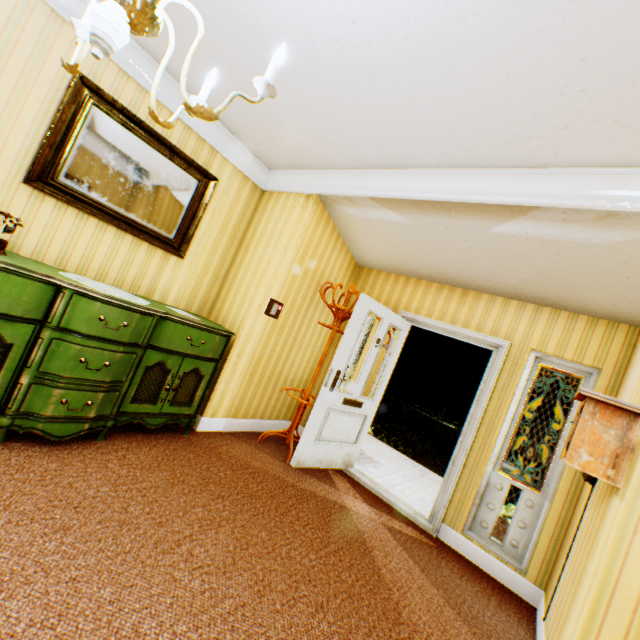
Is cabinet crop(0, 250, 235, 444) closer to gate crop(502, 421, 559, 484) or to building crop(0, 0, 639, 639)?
building crop(0, 0, 639, 639)

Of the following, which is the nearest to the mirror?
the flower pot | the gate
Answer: the flower pot

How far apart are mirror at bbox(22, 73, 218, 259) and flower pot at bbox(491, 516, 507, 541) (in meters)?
4.65

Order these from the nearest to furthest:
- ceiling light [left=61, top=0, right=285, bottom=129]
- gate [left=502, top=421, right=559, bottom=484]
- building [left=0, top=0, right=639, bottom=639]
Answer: ceiling light [left=61, top=0, right=285, bottom=129], building [left=0, top=0, right=639, bottom=639], gate [left=502, top=421, right=559, bottom=484]

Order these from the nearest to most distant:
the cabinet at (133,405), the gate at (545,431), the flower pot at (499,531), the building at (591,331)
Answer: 1. the building at (591,331)
2. the cabinet at (133,405)
3. the flower pot at (499,531)
4. the gate at (545,431)

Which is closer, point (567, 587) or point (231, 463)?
point (567, 587)

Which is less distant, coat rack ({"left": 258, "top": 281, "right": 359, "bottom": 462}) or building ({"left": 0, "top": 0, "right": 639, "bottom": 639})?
building ({"left": 0, "top": 0, "right": 639, "bottom": 639})

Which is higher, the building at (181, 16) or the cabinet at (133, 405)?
the building at (181, 16)
